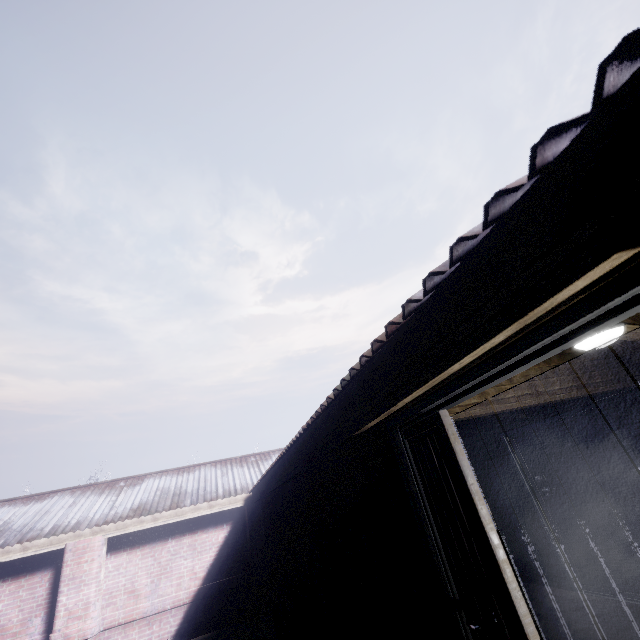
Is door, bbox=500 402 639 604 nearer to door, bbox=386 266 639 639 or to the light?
the light

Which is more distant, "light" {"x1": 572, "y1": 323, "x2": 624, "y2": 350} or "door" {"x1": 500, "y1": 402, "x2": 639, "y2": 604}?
"door" {"x1": 500, "y1": 402, "x2": 639, "y2": 604}

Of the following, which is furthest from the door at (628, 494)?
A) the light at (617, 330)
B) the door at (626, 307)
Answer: the door at (626, 307)

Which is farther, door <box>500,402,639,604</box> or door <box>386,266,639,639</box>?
door <box>500,402,639,604</box>

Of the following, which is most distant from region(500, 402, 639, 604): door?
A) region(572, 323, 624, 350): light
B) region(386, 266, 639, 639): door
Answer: region(386, 266, 639, 639): door

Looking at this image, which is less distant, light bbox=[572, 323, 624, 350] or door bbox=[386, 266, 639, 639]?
door bbox=[386, 266, 639, 639]

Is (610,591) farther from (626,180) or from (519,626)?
(626,180)
